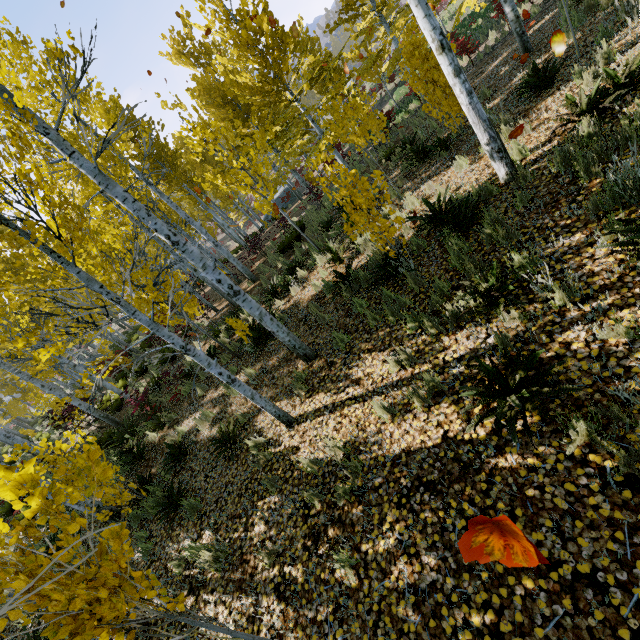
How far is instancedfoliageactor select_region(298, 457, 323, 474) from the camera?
4.2m

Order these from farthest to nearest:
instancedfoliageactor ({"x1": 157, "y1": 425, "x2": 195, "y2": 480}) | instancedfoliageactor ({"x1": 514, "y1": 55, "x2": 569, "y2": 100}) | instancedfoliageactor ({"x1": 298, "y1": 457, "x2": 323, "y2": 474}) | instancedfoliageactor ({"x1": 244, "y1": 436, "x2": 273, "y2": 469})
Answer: instancedfoliageactor ({"x1": 157, "y1": 425, "x2": 195, "y2": 480}) → instancedfoliageactor ({"x1": 514, "y1": 55, "x2": 569, "y2": 100}) → instancedfoliageactor ({"x1": 244, "y1": 436, "x2": 273, "y2": 469}) → instancedfoliageactor ({"x1": 298, "y1": 457, "x2": 323, "y2": 474})

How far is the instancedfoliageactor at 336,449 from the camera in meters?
3.6 m

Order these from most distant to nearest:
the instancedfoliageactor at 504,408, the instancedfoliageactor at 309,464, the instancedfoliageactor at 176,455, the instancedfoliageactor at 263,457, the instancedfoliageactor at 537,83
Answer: the instancedfoliageactor at 176,455
the instancedfoliageactor at 537,83
the instancedfoliageactor at 263,457
the instancedfoliageactor at 309,464
the instancedfoliageactor at 504,408

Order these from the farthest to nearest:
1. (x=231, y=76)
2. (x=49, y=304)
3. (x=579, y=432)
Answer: (x=49, y=304) → (x=231, y=76) → (x=579, y=432)

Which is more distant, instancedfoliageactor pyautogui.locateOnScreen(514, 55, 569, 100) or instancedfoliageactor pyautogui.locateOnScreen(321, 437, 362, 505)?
instancedfoliageactor pyautogui.locateOnScreen(514, 55, 569, 100)
